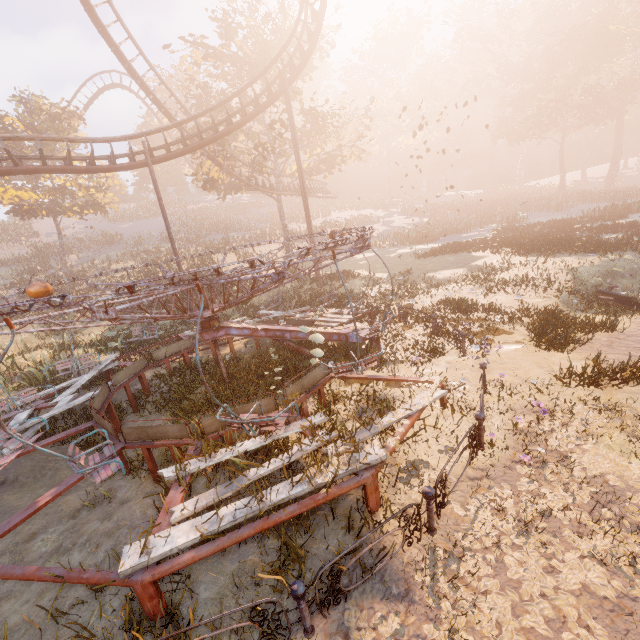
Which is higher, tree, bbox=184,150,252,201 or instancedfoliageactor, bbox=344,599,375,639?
tree, bbox=184,150,252,201

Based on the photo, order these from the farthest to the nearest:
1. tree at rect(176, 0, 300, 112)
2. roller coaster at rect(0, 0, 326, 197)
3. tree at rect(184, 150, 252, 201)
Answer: tree at rect(184, 150, 252, 201) → tree at rect(176, 0, 300, 112) → roller coaster at rect(0, 0, 326, 197)

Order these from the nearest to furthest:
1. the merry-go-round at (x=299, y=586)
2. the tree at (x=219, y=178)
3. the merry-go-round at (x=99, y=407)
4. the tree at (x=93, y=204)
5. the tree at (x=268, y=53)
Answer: the merry-go-round at (x=299, y=586), the merry-go-round at (x=99, y=407), the tree at (x=268, y=53), the tree at (x=219, y=178), the tree at (x=93, y=204)

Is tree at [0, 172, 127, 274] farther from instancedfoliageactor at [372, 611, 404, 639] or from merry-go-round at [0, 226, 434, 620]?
instancedfoliageactor at [372, 611, 404, 639]

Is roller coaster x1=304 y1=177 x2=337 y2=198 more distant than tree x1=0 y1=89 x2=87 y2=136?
Yes

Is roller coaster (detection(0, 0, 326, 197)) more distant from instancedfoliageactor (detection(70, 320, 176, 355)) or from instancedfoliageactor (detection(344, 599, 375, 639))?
instancedfoliageactor (detection(344, 599, 375, 639))

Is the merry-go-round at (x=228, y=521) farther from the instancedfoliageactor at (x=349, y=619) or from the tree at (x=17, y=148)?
the tree at (x=17, y=148)

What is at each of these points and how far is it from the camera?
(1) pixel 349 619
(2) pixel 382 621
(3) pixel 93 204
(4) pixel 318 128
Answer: (1) instancedfoliageactor, 3.64m
(2) instancedfoliageactor, 3.57m
(3) tree, 31.00m
(4) tree, 24.56m
